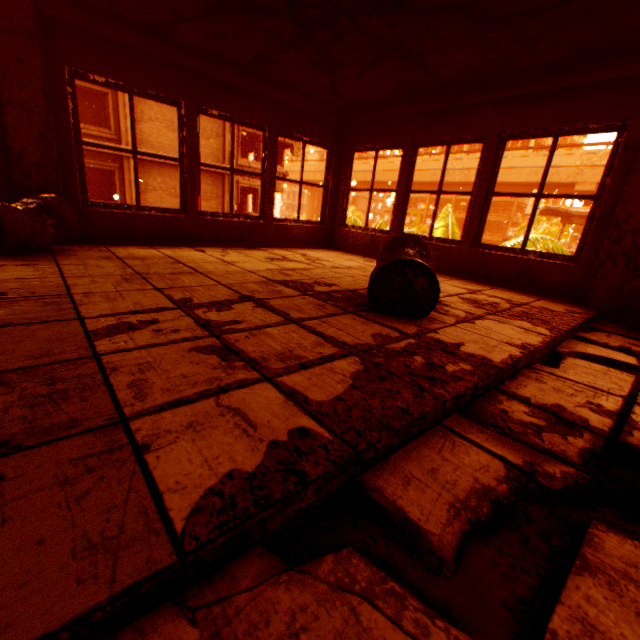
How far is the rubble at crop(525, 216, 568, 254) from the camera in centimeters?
934cm

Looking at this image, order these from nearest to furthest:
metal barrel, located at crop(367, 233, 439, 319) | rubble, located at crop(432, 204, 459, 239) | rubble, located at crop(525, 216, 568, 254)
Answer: metal barrel, located at crop(367, 233, 439, 319) < rubble, located at crop(525, 216, 568, 254) < rubble, located at crop(432, 204, 459, 239)

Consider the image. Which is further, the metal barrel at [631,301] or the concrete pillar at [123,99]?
the concrete pillar at [123,99]

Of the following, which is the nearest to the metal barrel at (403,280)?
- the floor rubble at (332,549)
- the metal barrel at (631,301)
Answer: the floor rubble at (332,549)

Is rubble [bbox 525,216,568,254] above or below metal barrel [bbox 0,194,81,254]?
above

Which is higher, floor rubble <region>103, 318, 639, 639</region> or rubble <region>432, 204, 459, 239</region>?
rubble <region>432, 204, 459, 239</region>

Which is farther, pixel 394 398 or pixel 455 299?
pixel 455 299

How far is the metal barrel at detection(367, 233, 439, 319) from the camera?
2.38m
